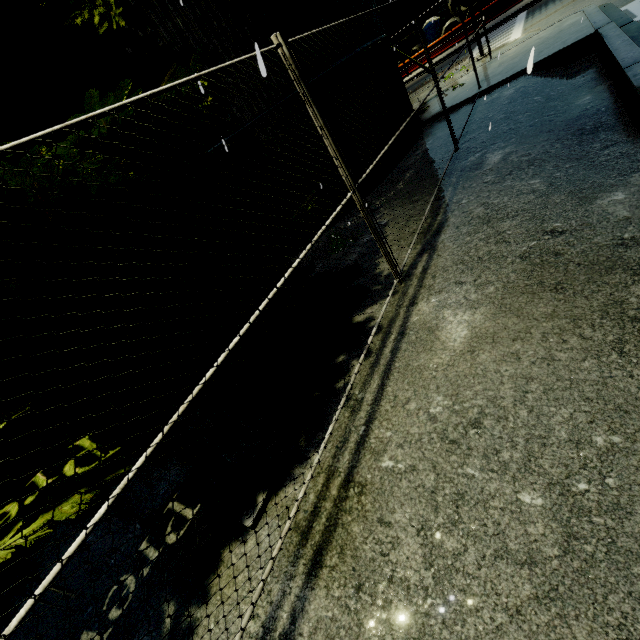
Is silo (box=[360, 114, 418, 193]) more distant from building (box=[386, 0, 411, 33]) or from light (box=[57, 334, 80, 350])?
light (box=[57, 334, 80, 350])

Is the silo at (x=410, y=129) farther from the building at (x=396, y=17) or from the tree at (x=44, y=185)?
the building at (x=396, y=17)

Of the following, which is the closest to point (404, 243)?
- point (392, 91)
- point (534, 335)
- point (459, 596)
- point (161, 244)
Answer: point (534, 335)

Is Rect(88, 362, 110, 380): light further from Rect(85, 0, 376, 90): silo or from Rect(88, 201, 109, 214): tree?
Rect(85, 0, 376, 90): silo

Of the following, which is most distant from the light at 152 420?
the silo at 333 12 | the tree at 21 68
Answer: the silo at 333 12

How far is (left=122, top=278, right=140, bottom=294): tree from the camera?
4.0m

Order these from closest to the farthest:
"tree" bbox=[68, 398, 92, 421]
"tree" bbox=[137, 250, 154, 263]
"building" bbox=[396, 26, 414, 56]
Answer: "tree" bbox=[68, 398, 92, 421] < "tree" bbox=[137, 250, 154, 263] < "building" bbox=[396, 26, 414, 56]

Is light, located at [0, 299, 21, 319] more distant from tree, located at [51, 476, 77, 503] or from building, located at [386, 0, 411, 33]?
building, located at [386, 0, 411, 33]
